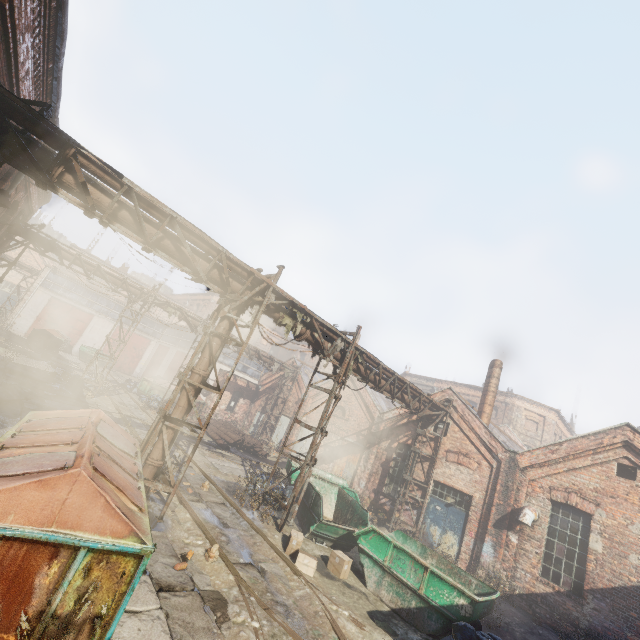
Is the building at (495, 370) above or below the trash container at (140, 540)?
above

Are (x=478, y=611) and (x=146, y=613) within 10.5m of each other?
yes

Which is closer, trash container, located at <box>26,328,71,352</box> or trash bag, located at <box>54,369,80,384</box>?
trash bag, located at <box>54,369,80,384</box>

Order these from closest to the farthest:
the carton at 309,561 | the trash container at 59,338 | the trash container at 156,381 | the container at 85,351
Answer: the carton at 309,561 → the trash container at 156,381 → the trash container at 59,338 → the container at 85,351

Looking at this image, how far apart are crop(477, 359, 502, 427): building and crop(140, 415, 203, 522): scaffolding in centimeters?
1520cm

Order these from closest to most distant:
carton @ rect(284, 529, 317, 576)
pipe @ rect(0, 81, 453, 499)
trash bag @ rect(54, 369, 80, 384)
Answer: pipe @ rect(0, 81, 453, 499)
carton @ rect(284, 529, 317, 576)
trash bag @ rect(54, 369, 80, 384)

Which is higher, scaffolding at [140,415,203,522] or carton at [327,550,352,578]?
scaffolding at [140,415,203,522]

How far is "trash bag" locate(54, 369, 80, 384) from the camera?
17.1 meters
